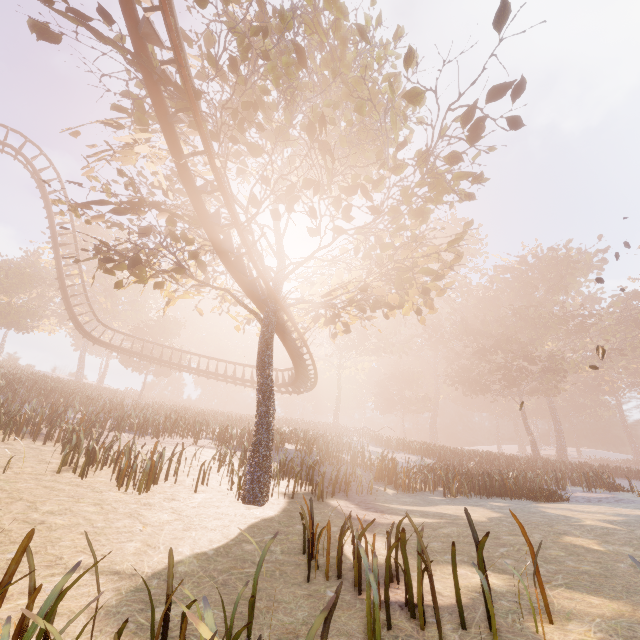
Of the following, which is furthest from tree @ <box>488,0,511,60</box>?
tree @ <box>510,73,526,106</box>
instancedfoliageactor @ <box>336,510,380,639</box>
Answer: instancedfoliageactor @ <box>336,510,380,639</box>

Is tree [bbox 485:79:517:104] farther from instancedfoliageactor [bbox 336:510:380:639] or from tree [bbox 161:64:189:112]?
instancedfoliageactor [bbox 336:510:380:639]

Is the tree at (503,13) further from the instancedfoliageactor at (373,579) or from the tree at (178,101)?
the instancedfoliageactor at (373,579)

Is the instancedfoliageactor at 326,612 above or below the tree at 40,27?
below

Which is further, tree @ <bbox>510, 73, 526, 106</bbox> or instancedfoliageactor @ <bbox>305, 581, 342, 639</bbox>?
tree @ <bbox>510, 73, 526, 106</bbox>

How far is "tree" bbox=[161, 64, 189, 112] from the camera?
8.1m

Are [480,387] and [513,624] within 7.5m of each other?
no
